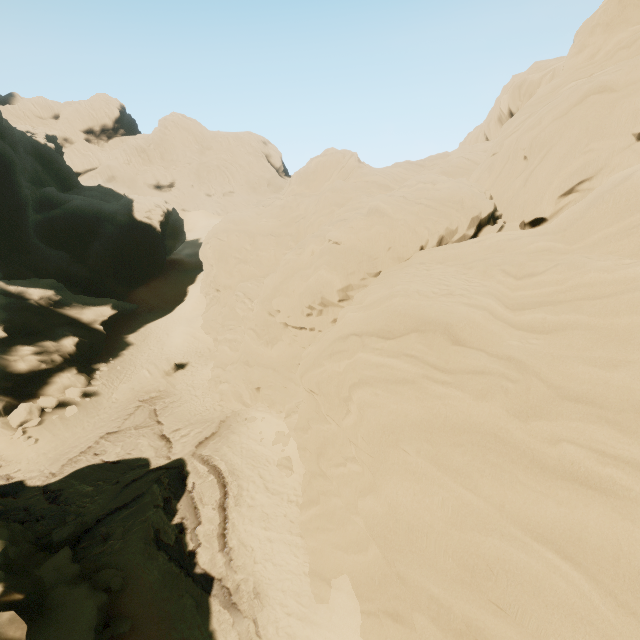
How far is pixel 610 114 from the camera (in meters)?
13.83

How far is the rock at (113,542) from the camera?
13.98m

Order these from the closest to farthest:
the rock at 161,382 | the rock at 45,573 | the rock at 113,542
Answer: the rock at 45,573
the rock at 113,542
the rock at 161,382

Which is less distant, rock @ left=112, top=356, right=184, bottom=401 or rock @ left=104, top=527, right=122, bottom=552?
rock @ left=104, top=527, right=122, bottom=552

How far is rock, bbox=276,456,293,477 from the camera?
16.6 meters

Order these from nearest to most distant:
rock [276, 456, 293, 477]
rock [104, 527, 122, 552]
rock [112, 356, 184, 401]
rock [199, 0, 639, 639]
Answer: rock [199, 0, 639, 639] < rock [104, 527, 122, 552] < rock [276, 456, 293, 477] < rock [112, 356, 184, 401]
